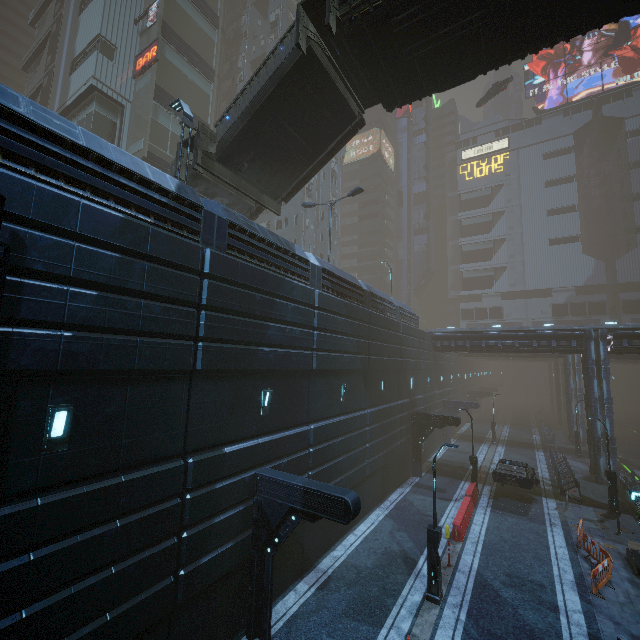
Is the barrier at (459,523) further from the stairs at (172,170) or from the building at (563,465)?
the stairs at (172,170)

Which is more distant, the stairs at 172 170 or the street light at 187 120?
the stairs at 172 170

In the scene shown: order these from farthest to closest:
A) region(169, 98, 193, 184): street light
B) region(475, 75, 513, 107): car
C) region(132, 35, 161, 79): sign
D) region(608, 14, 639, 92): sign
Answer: region(608, 14, 639, 92): sign, region(475, 75, 513, 107): car, region(132, 35, 161, 79): sign, region(169, 98, 193, 184): street light

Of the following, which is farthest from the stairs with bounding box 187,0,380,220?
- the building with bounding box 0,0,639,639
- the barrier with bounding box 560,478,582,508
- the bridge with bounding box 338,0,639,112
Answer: the barrier with bounding box 560,478,582,508

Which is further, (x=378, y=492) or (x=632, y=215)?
(x=632, y=215)

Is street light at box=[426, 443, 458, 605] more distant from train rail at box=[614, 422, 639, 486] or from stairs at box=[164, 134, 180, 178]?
stairs at box=[164, 134, 180, 178]

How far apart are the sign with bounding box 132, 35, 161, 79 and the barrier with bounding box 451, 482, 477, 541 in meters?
38.0 m

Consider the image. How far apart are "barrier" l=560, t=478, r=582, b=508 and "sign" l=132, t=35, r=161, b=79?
43.4m
